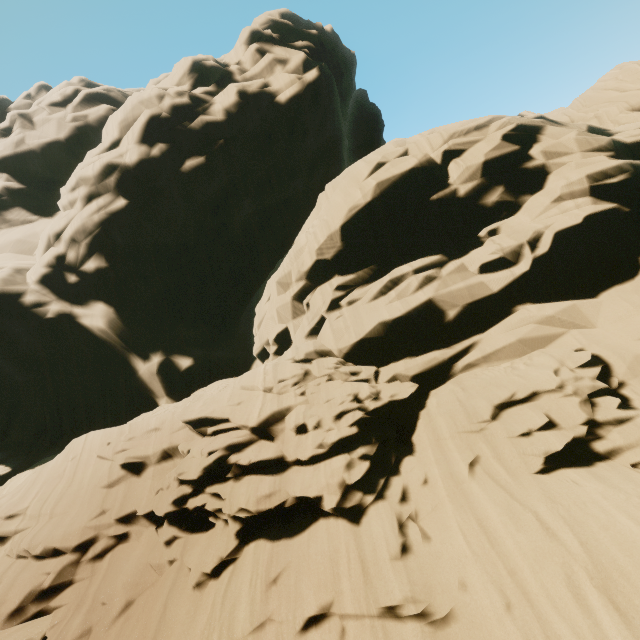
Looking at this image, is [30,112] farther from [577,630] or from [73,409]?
[577,630]
